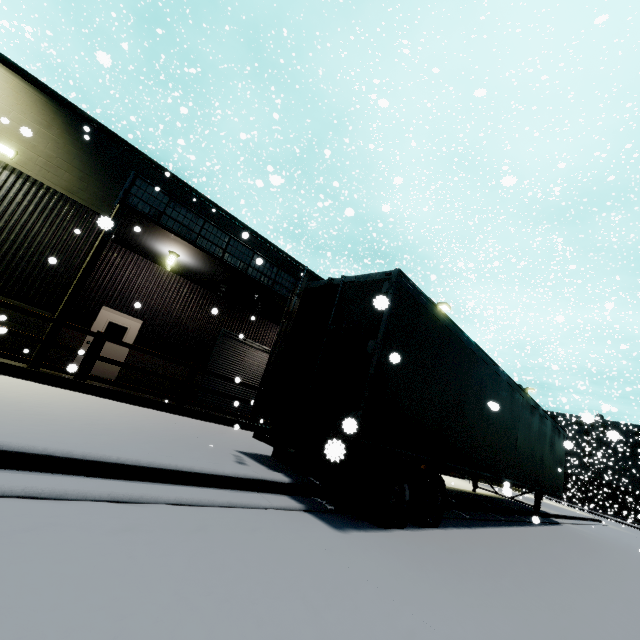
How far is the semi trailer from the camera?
4.91m

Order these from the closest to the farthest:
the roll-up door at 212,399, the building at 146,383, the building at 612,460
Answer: the building at 146,383, the roll-up door at 212,399, the building at 612,460

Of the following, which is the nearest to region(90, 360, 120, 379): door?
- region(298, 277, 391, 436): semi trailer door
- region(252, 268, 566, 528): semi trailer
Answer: region(252, 268, 566, 528): semi trailer

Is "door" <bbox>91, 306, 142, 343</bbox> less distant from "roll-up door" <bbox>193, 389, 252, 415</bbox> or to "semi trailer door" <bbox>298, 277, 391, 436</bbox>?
"roll-up door" <bbox>193, 389, 252, 415</bbox>

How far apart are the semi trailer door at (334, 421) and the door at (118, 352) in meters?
10.3

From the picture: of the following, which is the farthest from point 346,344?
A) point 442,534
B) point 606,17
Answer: point 606,17

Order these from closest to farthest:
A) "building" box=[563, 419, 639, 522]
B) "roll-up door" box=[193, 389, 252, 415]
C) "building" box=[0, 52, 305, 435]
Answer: "building" box=[0, 52, 305, 435] → "roll-up door" box=[193, 389, 252, 415] → "building" box=[563, 419, 639, 522]

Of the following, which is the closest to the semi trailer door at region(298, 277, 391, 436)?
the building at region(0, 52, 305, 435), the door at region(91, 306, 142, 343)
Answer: the building at region(0, 52, 305, 435)
